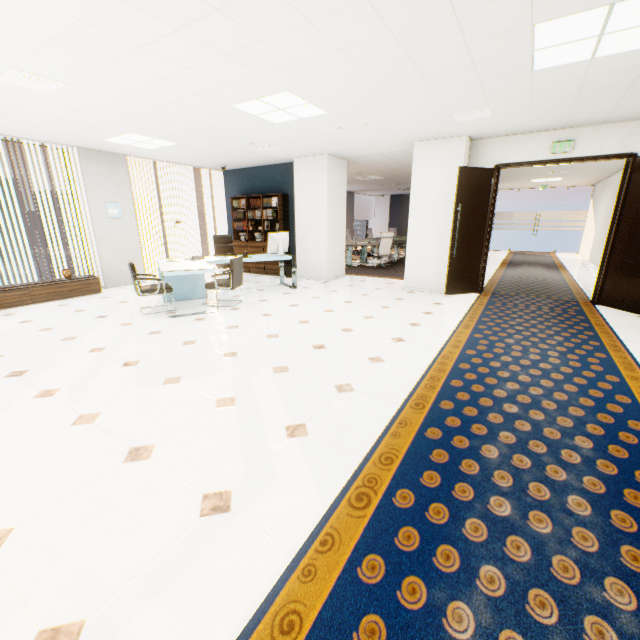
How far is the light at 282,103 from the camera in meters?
4.1

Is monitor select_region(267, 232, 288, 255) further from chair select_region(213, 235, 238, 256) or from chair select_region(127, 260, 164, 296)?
chair select_region(127, 260, 164, 296)

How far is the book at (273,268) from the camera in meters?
9.1

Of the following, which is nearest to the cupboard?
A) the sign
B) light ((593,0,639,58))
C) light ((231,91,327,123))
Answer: light ((231,91,327,123))

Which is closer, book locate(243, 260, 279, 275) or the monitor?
the monitor

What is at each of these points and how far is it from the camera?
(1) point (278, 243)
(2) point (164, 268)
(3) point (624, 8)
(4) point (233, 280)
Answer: (1) monitor, 7.1 meters
(2) desk, 5.3 meters
(3) light, 2.4 meters
(4) chair, 5.7 meters

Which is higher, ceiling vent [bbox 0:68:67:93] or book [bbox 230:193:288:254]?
ceiling vent [bbox 0:68:67:93]

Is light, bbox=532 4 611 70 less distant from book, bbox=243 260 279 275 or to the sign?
the sign
